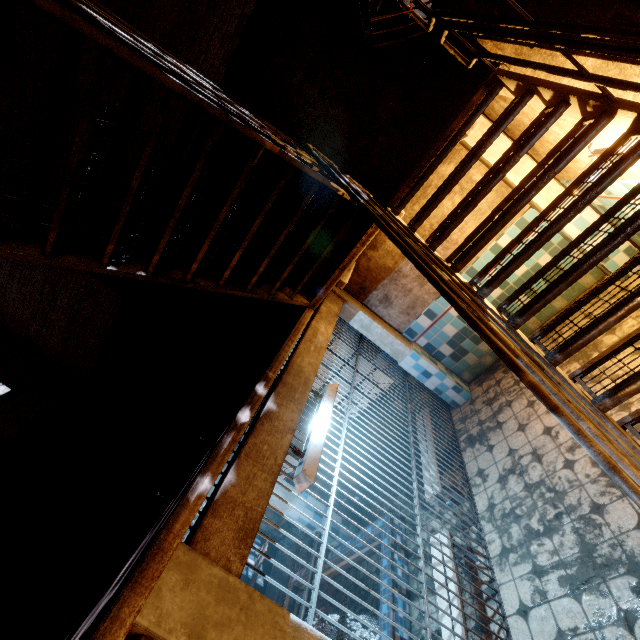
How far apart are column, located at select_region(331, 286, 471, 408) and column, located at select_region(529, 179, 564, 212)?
2.54m

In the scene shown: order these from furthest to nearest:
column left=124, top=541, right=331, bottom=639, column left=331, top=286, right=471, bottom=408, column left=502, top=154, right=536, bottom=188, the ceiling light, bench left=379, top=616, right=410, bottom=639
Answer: column left=331, top=286, right=471, bottom=408
column left=502, top=154, right=536, bottom=188
bench left=379, top=616, right=410, bottom=639
the ceiling light
column left=124, top=541, right=331, bottom=639

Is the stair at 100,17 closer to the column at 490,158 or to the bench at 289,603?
the column at 490,158

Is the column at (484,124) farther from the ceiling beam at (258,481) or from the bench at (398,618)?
the bench at (398,618)

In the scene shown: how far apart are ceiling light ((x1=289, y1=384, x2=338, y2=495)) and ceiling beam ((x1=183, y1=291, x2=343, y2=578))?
0.1m

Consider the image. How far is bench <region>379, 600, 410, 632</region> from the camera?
3.6 meters

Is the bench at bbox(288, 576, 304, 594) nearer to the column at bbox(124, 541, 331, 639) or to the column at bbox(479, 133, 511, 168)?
the column at bbox(124, 541, 331, 639)

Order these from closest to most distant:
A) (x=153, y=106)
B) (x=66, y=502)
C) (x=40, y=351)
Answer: (x=153, y=106) → (x=66, y=502) → (x=40, y=351)
